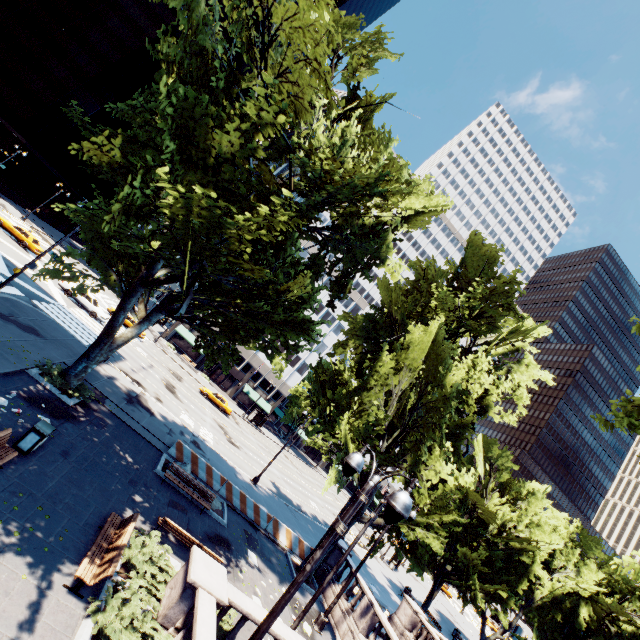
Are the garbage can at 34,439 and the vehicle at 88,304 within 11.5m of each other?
no

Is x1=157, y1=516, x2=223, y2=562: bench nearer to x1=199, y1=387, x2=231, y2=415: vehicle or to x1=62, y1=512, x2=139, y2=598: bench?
x1=62, y1=512, x2=139, y2=598: bench

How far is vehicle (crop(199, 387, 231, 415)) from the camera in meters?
41.9

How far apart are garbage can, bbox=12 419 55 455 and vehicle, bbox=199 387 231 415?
31.57m

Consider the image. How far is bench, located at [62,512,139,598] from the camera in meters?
8.1 m

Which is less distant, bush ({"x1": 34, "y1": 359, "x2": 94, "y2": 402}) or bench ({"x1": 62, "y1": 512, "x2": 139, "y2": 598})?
bench ({"x1": 62, "y1": 512, "x2": 139, "y2": 598})

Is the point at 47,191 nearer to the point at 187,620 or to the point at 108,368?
the point at 108,368

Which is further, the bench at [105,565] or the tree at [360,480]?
the tree at [360,480]
